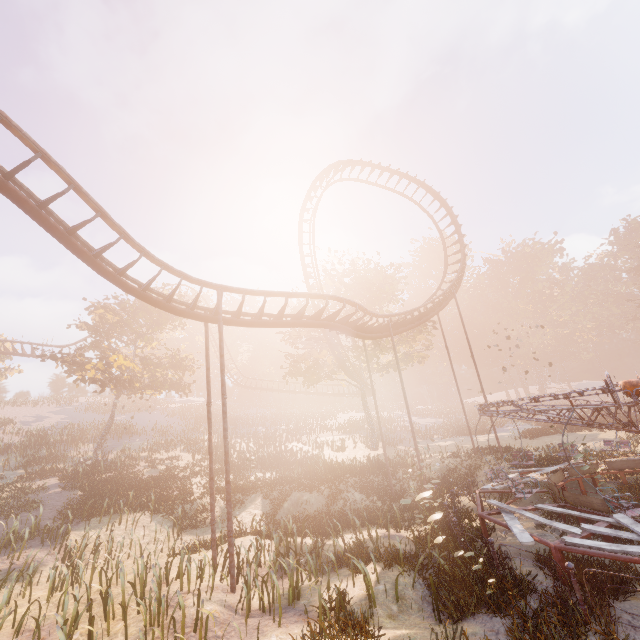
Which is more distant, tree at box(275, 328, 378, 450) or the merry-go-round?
tree at box(275, 328, 378, 450)

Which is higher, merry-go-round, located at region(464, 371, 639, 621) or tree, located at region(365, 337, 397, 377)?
tree, located at region(365, 337, 397, 377)

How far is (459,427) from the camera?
40.4 meters

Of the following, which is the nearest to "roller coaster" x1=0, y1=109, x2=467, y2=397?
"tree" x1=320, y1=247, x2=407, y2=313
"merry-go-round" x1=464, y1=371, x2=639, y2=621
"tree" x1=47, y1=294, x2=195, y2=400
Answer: "tree" x1=320, y1=247, x2=407, y2=313

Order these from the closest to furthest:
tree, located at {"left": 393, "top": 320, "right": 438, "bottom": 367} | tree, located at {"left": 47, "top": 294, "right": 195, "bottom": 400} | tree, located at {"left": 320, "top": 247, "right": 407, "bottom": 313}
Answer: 1. tree, located at {"left": 47, "top": 294, "right": 195, "bottom": 400}
2. tree, located at {"left": 393, "top": 320, "right": 438, "bottom": 367}
3. tree, located at {"left": 320, "top": 247, "right": 407, "bottom": 313}

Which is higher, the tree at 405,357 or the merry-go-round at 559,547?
the tree at 405,357

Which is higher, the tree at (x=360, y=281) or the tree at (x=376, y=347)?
the tree at (x=360, y=281)
